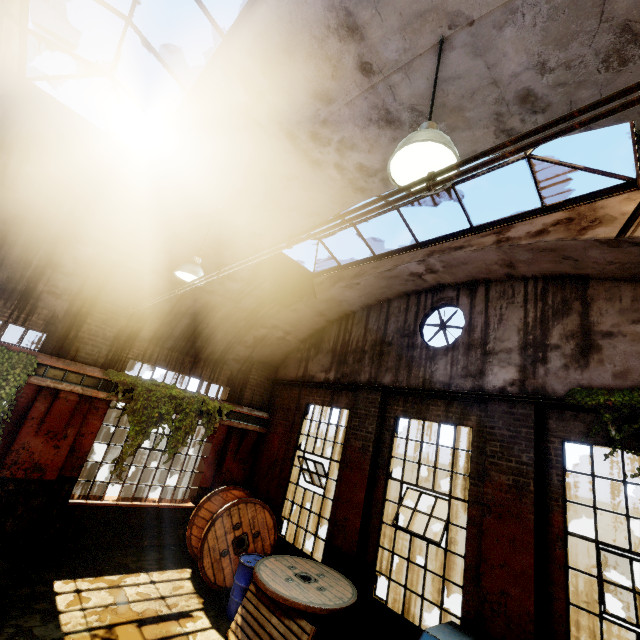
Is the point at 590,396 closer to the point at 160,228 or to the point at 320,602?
the point at 320,602

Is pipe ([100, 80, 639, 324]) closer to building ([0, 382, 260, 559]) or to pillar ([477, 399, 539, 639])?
building ([0, 382, 260, 559])

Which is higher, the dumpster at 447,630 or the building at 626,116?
the building at 626,116

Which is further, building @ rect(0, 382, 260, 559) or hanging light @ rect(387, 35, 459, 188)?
building @ rect(0, 382, 260, 559)

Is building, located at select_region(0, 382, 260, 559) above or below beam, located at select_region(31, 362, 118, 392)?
below

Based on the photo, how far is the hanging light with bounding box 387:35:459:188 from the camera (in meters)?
2.36

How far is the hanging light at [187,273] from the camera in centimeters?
573cm

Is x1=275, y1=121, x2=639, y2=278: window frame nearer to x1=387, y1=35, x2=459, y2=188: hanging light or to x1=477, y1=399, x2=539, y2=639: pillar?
x1=387, y1=35, x2=459, y2=188: hanging light
